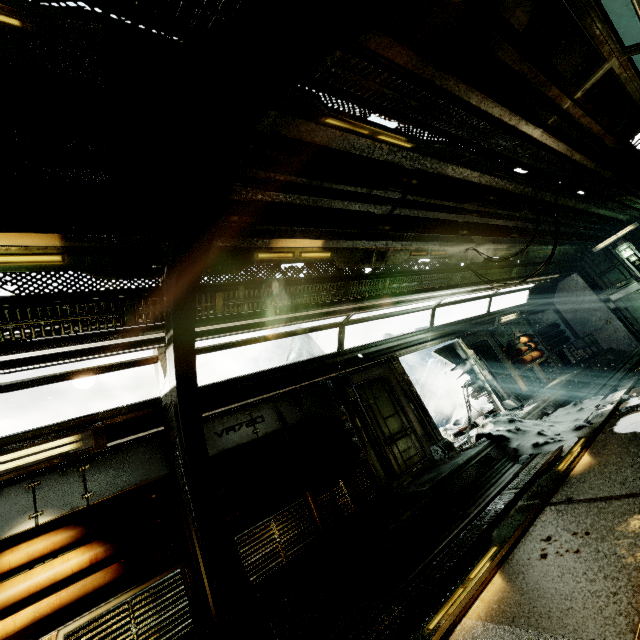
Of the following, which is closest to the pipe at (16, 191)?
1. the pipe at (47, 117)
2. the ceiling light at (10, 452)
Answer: the pipe at (47, 117)

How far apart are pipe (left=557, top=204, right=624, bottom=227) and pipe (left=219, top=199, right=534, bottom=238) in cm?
15

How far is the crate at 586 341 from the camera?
14.05m

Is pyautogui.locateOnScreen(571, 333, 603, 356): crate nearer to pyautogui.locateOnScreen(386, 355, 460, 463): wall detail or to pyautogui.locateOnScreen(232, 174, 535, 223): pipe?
pyautogui.locateOnScreen(232, 174, 535, 223): pipe

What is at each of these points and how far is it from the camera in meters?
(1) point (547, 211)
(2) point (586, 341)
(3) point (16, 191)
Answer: (1) pipe, 8.4
(2) crate, 14.2
(3) pipe, 2.6

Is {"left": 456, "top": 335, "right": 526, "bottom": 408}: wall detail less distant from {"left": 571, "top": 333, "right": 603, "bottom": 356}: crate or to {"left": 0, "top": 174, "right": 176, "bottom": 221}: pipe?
{"left": 0, "top": 174, "right": 176, "bottom": 221}: pipe

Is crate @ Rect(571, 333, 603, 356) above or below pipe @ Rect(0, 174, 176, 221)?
below
